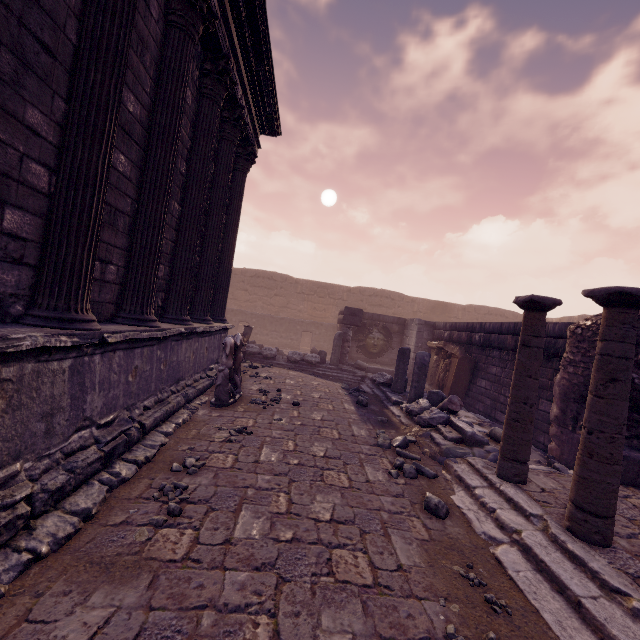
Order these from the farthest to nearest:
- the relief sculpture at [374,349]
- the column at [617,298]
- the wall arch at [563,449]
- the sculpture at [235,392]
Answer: the relief sculpture at [374,349] < the sculpture at [235,392] < the wall arch at [563,449] < the column at [617,298]

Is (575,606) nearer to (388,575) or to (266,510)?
(388,575)

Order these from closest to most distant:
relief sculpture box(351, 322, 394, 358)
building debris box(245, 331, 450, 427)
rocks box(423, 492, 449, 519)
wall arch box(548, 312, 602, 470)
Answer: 1. rocks box(423, 492, 449, 519)
2. wall arch box(548, 312, 602, 470)
3. building debris box(245, 331, 450, 427)
4. relief sculpture box(351, 322, 394, 358)

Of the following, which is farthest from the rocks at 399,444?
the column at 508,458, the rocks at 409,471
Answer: the column at 508,458

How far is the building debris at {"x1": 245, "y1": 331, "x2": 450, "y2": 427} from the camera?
7.0m

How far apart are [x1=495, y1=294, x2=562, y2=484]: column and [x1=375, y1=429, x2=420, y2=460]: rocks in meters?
1.1 m

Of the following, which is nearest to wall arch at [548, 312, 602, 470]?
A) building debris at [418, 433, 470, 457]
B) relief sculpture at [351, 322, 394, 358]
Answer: building debris at [418, 433, 470, 457]

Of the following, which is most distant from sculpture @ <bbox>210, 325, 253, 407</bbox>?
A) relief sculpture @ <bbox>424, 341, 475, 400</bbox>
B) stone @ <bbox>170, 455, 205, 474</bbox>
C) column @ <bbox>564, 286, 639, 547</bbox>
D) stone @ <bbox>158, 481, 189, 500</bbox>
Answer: → relief sculpture @ <bbox>424, 341, 475, 400</bbox>
